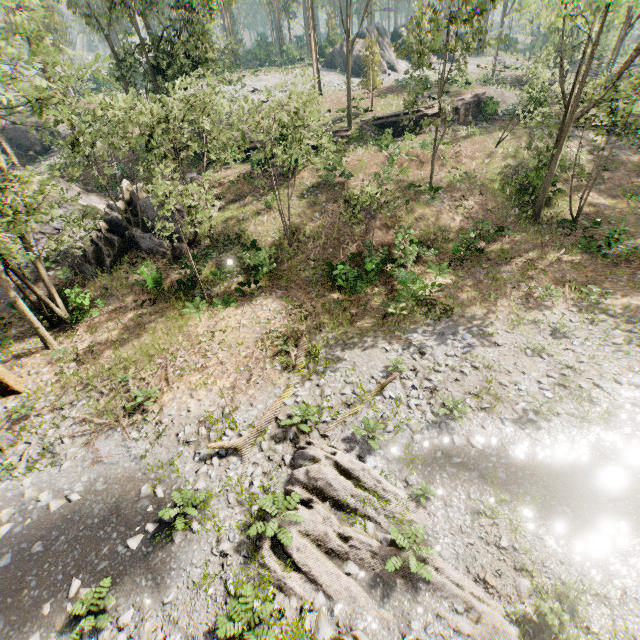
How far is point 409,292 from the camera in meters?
17.4 m

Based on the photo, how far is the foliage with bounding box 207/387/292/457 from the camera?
11.20m

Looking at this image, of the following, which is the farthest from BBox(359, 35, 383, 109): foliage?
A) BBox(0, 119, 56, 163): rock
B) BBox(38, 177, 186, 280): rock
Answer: BBox(0, 119, 56, 163): rock

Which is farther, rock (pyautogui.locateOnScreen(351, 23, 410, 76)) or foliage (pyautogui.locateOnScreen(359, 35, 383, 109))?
rock (pyautogui.locateOnScreen(351, 23, 410, 76))

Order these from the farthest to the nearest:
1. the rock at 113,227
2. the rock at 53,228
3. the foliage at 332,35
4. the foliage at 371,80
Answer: the foliage at 332,35, the foliage at 371,80, the rock at 53,228, the rock at 113,227

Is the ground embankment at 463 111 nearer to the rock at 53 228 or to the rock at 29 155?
the rock at 53 228

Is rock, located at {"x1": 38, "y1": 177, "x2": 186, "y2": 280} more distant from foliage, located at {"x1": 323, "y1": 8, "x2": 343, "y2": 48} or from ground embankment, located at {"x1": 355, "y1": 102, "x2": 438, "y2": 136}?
ground embankment, located at {"x1": 355, "y1": 102, "x2": 438, "y2": 136}

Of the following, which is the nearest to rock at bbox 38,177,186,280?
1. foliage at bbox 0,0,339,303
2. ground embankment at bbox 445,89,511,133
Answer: foliage at bbox 0,0,339,303
